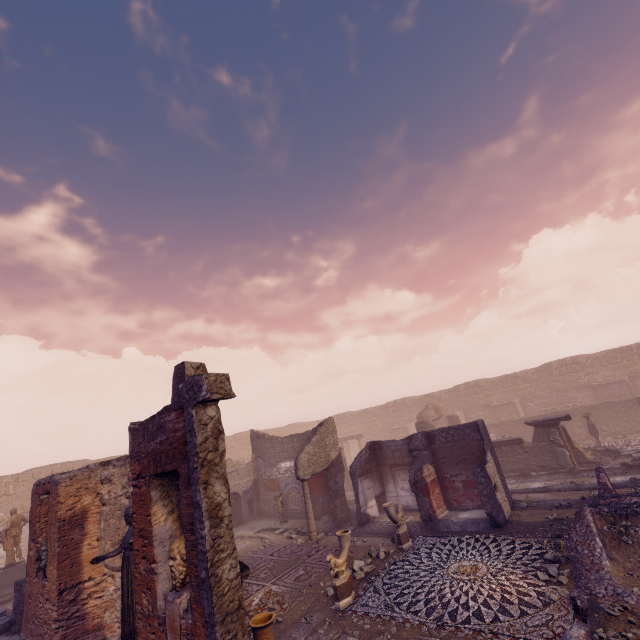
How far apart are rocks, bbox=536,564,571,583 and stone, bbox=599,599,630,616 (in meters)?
2.84

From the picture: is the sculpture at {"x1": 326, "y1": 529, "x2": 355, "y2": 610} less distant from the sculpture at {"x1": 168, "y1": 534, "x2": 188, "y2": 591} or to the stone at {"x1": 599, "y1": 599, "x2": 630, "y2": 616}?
the sculpture at {"x1": 168, "y1": 534, "x2": 188, "y2": 591}

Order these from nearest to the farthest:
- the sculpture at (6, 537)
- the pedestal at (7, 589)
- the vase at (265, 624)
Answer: the vase at (265, 624) < the pedestal at (7, 589) < the sculpture at (6, 537)

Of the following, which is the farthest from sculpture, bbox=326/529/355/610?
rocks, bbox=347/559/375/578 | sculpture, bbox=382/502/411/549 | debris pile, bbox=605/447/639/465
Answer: debris pile, bbox=605/447/639/465

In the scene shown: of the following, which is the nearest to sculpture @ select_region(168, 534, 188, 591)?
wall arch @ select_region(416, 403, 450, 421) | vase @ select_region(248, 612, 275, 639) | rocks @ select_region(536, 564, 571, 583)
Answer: vase @ select_region(248, 612, 275, 639)

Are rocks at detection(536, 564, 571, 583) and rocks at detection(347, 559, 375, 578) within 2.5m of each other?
no

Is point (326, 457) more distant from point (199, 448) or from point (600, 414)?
point (600, 414)

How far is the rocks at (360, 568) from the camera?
8.34m
